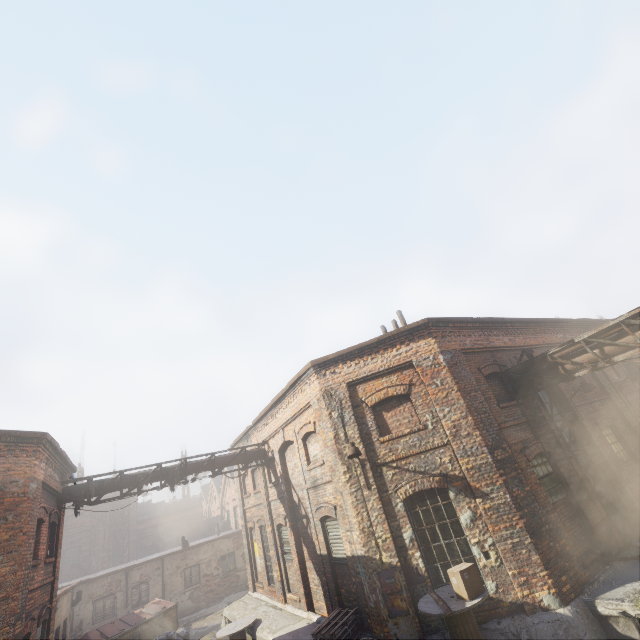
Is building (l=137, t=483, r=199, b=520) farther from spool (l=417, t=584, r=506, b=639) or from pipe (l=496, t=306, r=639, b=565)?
pipe (l=496, t=306, r=639, b=565)

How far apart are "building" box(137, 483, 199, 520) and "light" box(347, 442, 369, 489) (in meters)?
51.85

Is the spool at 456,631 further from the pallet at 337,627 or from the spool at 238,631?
the spool at 238,631

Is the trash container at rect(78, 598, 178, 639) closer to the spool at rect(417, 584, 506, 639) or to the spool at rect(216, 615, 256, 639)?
the spool at rect(216, 615, 256, 639)

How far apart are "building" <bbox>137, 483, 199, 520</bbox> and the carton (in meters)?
54.00

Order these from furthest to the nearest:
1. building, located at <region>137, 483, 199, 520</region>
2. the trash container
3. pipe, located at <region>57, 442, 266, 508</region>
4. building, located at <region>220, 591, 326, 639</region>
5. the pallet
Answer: building, located at <region>137, 483, 199, 520</region> → the trash container → pipe, located at <region>57, 442, 266, 508</region> → building, located at <region>220, 591, 326, 639</region> → the pallet

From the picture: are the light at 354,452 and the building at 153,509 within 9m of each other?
no

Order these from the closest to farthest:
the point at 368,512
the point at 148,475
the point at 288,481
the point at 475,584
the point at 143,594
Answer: the point at 475,584 < the point at 368,512 < the point at 148,475 < the point at 288,481 < the point at 143,594
